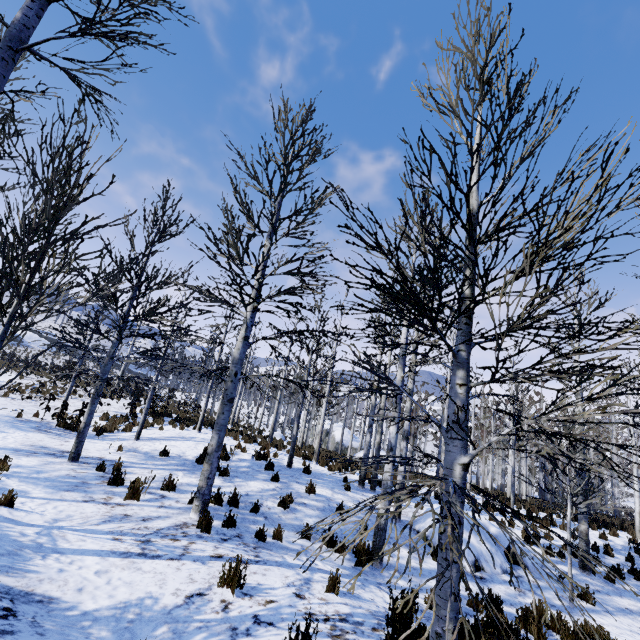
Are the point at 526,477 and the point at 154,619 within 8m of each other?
no

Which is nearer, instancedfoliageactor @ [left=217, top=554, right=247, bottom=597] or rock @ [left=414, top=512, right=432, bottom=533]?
instancedfoliageactor @ [left=217, top=554, right=247, bottom=597]

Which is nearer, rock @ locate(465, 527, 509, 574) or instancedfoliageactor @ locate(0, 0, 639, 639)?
instancedfoliageactor @ locate(0, 0, 639, 639)

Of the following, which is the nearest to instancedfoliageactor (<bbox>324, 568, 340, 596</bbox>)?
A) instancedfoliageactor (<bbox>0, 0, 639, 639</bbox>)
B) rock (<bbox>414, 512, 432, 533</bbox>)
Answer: instancedfoliageactor (<bbox>0, 0, 639, 639</bbox>)

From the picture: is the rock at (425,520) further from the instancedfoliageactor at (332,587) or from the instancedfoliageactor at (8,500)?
the instancedfoliageactor at (332,587)

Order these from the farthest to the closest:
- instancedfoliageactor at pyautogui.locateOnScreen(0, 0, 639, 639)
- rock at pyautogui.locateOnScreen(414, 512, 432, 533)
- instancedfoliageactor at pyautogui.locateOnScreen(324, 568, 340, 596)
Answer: rock at pyautogui.locateOnScreen(414, 512, 432, 533), instancedfoliageactor at pyautogui.locateOnScreen(324, 568, 340, 596), instancedfoliageactor at pyautogui.locateOnScreen(0, 0, 639, 639)
